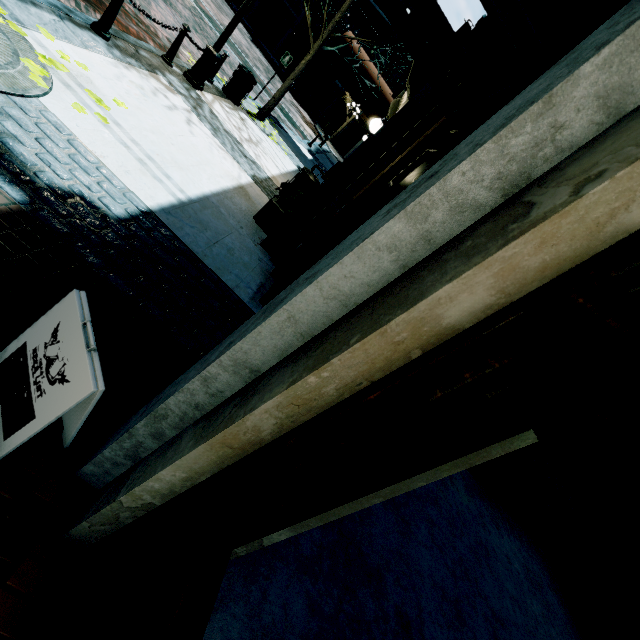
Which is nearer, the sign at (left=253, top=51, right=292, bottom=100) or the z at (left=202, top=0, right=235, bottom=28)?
the sign at (left=253, top=51, right=292, bottom=100)

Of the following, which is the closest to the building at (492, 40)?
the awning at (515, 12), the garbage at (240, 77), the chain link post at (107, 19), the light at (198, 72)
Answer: the awning at (515, 12)

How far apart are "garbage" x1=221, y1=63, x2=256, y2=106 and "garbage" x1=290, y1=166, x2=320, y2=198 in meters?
3.6 m

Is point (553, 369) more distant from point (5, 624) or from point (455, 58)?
point (455, 58)

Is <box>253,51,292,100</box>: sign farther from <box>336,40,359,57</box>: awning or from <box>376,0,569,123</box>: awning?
<box>376,0,569,123</box>: awning

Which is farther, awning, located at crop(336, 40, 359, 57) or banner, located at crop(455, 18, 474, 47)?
awning, located at crop(336, 40, 359, 57)

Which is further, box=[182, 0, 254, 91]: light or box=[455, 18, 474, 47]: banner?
box=[455, 18, 474, 47]: banner

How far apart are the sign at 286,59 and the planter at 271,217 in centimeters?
794cm
